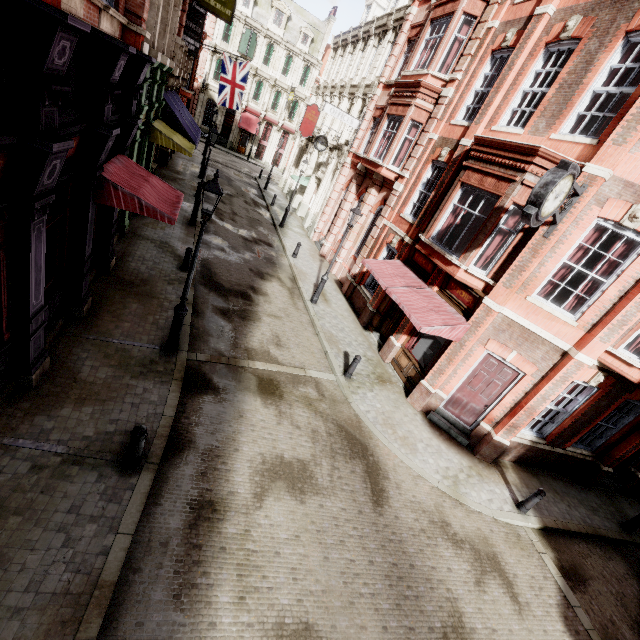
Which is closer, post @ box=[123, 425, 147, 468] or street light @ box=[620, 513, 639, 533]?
post @ box=[123, 425, 147, 468]

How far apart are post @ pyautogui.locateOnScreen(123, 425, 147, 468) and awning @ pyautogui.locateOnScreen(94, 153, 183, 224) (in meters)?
4.83

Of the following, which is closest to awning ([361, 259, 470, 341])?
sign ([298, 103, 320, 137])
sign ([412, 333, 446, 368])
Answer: sign ([412, 333, 446, 368])

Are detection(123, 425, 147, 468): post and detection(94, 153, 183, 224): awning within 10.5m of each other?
yes

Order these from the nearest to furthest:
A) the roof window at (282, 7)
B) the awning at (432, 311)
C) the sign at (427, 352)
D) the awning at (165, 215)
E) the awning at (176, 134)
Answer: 1. the awning at (165, 215)
2. the awning at (432, 311)
3. the sign at (427, 352)
4. the awning at (176, 134)
5. the roof window at (282, 7)

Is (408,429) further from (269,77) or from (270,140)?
(269,77)

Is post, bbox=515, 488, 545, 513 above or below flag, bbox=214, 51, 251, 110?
below

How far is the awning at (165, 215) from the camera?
7.3m
